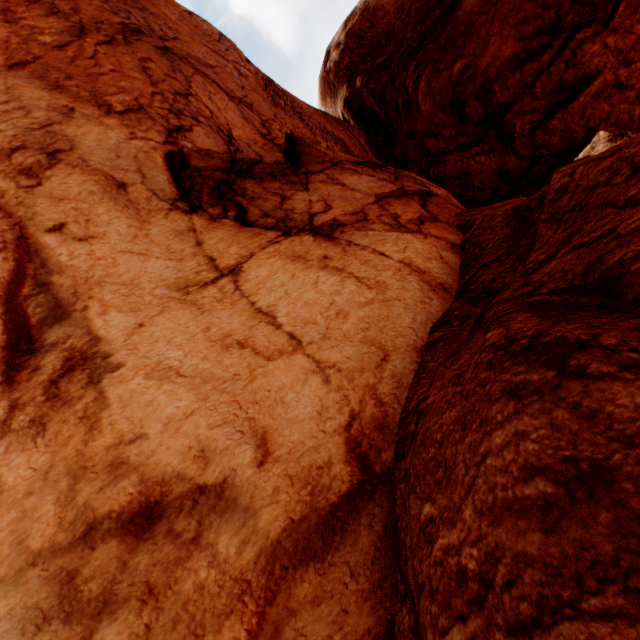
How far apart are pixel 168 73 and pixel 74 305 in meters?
5.6
